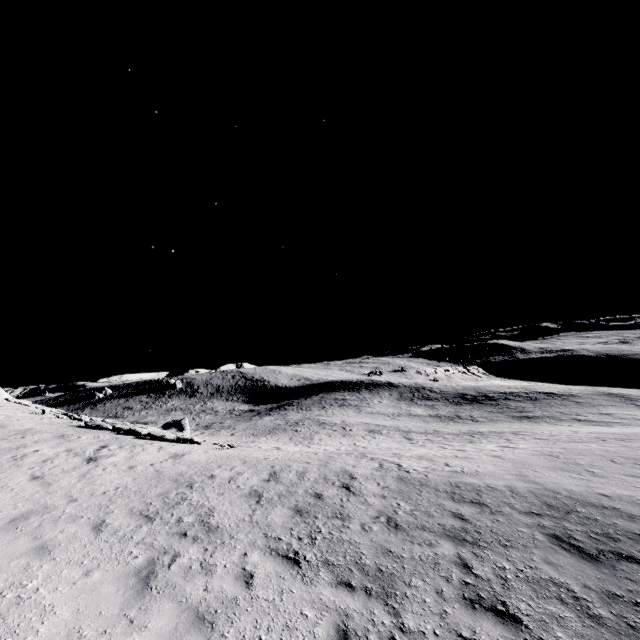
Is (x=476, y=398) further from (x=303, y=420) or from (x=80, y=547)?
(x=80, y=547)
